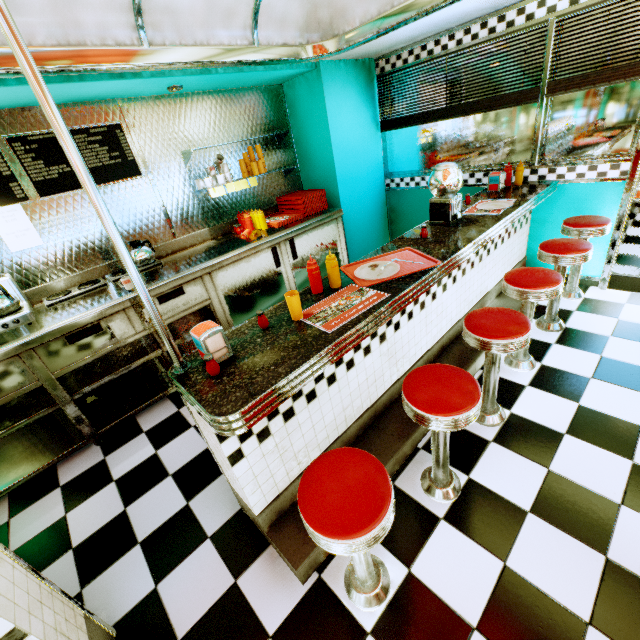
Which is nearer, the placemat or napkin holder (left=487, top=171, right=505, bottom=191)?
the placemat

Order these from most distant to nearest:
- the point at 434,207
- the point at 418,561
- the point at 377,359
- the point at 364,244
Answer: the point at 364,244, the point at 434,207, the point at 377,359, the point at 418,561

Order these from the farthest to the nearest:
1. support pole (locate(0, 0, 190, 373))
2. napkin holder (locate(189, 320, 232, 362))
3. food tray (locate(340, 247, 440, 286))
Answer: food tray (locate(340, 247, 440, 286)), napkin holder (locate(189, 320, 232, 362)), support pole (locate(0, 0, 190, 373))

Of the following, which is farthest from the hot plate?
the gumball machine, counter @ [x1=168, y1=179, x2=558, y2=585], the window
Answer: the window

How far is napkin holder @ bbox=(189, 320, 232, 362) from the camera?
1.5m

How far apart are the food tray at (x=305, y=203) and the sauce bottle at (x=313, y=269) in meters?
2.0 m

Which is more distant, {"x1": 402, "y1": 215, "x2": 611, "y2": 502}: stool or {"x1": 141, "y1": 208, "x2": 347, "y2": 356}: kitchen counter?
{"x1": 141, "y1": 208, "x2": 347, "y2": 356}: kitchen counter

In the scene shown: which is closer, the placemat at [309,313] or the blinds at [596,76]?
the placemat at [309,313]
